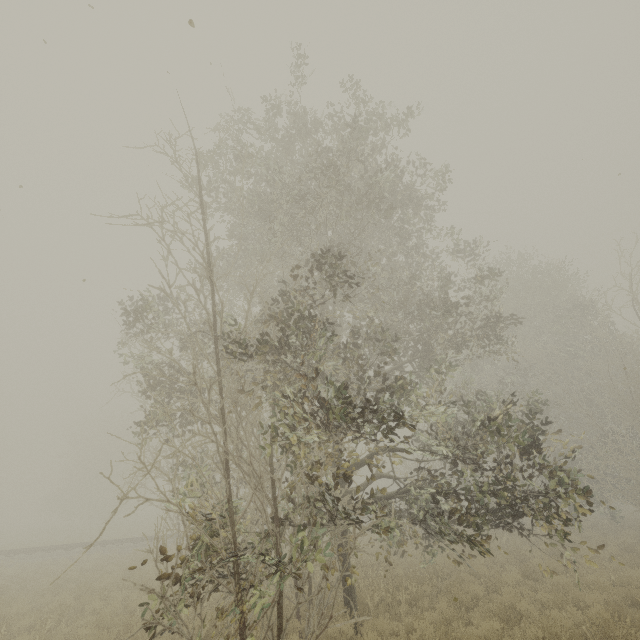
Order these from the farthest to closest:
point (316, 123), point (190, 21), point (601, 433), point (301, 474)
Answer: point (601, 433)
point (316, 123)
point (301, 474)
point (190, 21)
